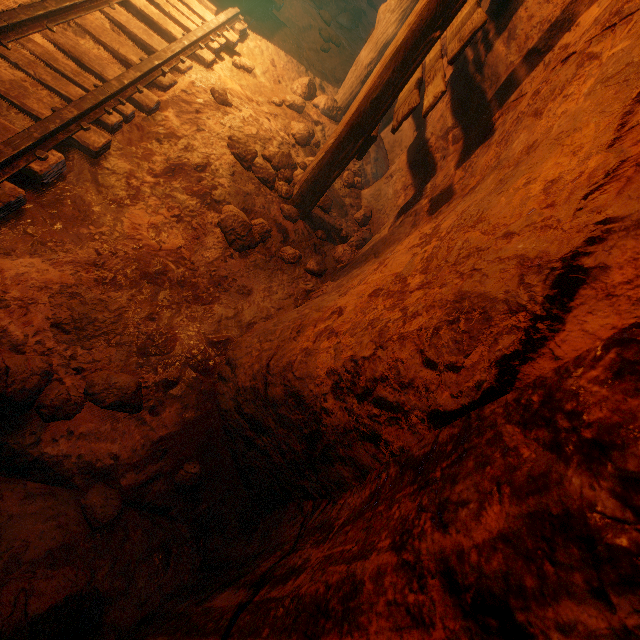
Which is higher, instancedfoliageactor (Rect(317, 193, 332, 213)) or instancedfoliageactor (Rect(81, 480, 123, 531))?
instancedfoliageactor (Rect(317, 193, 332, 213))

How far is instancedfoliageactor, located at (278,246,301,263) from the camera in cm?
295

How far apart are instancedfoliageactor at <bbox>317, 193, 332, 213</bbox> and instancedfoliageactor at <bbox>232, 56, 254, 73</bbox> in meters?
1.5

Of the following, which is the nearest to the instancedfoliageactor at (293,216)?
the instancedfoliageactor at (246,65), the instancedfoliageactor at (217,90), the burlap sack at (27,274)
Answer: the burlap sack at (27,274)

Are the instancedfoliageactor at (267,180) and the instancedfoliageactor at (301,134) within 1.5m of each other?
yes

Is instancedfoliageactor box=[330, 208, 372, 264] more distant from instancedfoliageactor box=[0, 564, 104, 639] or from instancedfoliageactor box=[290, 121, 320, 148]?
instancedfoliageactor box=[0, 564, 104, 639]

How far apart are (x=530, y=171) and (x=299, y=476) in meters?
1.8 m

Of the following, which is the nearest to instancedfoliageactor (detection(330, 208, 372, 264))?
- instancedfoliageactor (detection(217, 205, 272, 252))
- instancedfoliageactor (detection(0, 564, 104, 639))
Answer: instancedfoliageactor (detection(217, 205, 272, 252))
